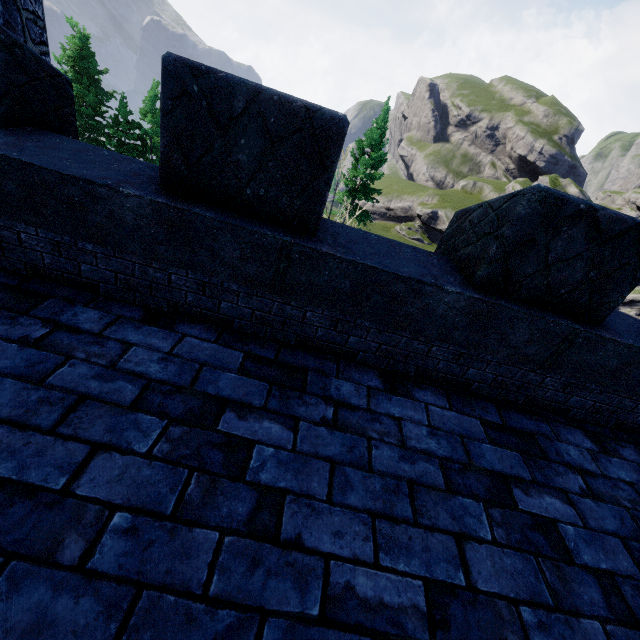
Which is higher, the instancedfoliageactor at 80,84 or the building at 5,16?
the building at 5,16

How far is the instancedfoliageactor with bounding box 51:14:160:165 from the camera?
27.7 meters

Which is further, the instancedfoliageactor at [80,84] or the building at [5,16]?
the instancedfoliageactor at [80,84]

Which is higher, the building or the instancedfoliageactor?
the building

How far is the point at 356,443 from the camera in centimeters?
244cm

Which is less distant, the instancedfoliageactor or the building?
the building
